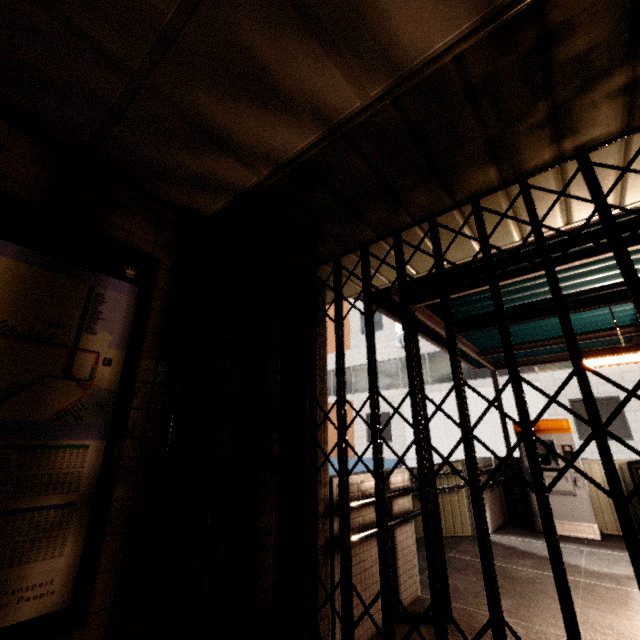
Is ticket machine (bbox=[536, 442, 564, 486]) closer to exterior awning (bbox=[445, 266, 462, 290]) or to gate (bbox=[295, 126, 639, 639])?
exterior awning (bbox=[445, 266, 462, 290])

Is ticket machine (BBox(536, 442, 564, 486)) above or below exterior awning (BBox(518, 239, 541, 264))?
below

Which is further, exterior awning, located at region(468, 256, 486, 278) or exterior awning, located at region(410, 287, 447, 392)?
exterior awning, located at region(410, 287, 447, 392)

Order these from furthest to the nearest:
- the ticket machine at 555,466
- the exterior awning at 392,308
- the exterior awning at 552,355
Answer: the ticket machine at 555,466
the exterior awning at 392,308
the exterior awning at 552,355

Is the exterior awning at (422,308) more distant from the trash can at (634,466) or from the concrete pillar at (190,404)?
the trash can at (634,466)

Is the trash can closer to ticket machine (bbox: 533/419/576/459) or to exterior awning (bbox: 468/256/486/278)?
ticket machine (bbox: 533/419/576/459)

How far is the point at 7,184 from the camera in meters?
1.5
